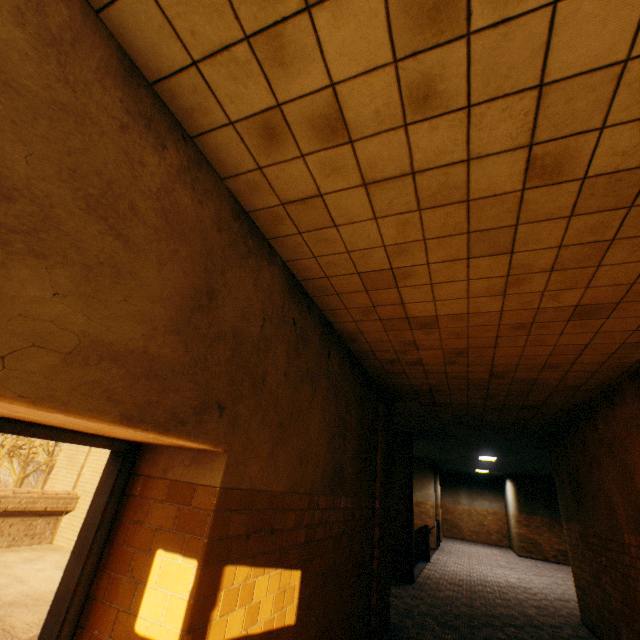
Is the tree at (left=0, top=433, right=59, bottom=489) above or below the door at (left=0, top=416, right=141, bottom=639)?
below

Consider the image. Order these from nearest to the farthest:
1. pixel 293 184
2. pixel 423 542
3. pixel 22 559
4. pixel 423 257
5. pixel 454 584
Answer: pixel 293 184, pixel 423 257, pixel 22 559, pixel 454 584, pixel 423 542

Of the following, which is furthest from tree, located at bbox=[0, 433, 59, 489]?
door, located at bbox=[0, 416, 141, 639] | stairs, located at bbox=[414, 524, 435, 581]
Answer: door, located at bbox=[0, 416, 141, 639]

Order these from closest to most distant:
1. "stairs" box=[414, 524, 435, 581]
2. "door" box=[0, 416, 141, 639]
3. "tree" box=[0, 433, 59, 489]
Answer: "door" box=[0, 416, 141, 639] → "stairs" box=[414, 524, 435, 581] → "tree" box=[0, 433, 59, 489]

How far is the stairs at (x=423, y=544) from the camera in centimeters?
1079cm

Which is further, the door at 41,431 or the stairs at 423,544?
the stairs at 423,544

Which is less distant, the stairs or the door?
the door

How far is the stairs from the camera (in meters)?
10.79
